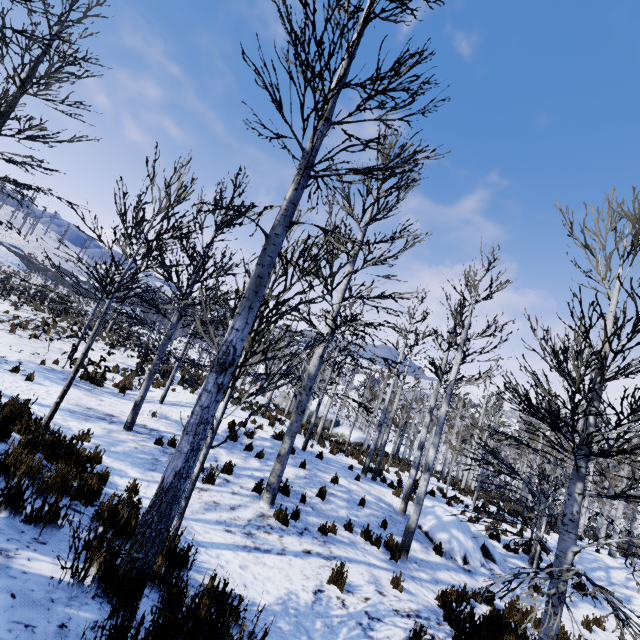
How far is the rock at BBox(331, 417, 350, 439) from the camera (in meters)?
26.65

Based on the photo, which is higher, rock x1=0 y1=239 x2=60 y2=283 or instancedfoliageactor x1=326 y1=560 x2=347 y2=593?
rock x1=0 y1=239 x2=60 y2=283

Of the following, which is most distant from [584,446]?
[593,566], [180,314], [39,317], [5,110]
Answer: [39,317]

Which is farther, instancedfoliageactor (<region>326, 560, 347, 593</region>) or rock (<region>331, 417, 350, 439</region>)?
rock (<region>331, 417, 350, 439</region>)

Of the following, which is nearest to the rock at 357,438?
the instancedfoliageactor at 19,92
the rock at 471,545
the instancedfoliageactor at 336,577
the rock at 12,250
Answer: the instancedfoliageactor at 19,92

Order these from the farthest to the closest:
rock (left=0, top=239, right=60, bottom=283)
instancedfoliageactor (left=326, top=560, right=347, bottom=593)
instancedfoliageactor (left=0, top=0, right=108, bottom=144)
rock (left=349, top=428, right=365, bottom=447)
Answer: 1. rock (left=0, top=239, right=60, bottom=283)
2. rock (left=349, top=428, right=365, bottom=447)
3. instancedfoliageactor (left=326, top=560, right=347, bottom=593)
4. instancedfoliageactor (left=0, top=0, right=108, bottom=144)

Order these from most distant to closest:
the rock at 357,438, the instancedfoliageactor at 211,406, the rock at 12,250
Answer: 1. the rock at 12,250
2. the rock at 357,438
3. the instancedfoliageactor at 211,406

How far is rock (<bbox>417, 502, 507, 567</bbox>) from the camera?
9.9 meters
